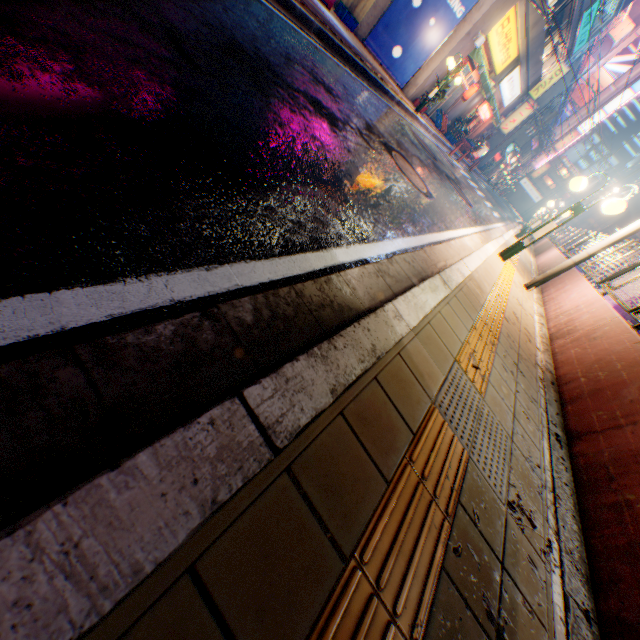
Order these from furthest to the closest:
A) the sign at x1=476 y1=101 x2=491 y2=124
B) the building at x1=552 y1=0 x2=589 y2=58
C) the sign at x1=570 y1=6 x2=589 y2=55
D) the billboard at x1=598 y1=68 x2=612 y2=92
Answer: the billboard at x1=598 y1=68 x2=612 y2=92
the sign at x1=476 y1=101 x2=491 y2=124
the sign at x1=570 y1=6 x2=589 y2=55
the building at x1=552 y1=0 x2=589 y2=58

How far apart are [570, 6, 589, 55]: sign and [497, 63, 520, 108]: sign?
3.3 meters

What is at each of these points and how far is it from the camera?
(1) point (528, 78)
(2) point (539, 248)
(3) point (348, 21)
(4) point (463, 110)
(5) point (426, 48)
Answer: (1) building, 22.5m
(2) concrete block, 20.2m
(3) plastic crate, 12.9m
(4) building, 21.5m
(5) billboard, 14.1m

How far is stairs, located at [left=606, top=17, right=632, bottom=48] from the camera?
41.2m

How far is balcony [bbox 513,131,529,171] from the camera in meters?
35.1 m

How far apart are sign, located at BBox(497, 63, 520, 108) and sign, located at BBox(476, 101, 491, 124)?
0.8m

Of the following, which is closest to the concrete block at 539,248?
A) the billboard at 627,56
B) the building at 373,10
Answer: the building at 373,10

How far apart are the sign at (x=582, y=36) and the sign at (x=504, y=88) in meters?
3.3
